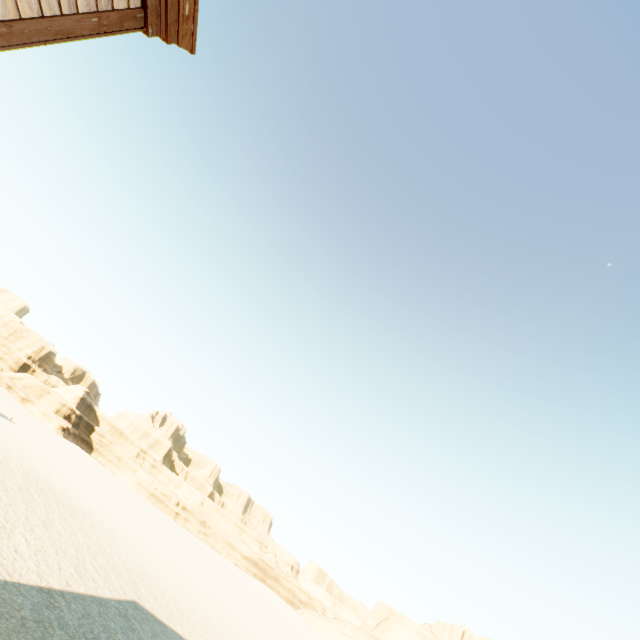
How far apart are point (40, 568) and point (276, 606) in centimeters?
6616cm
